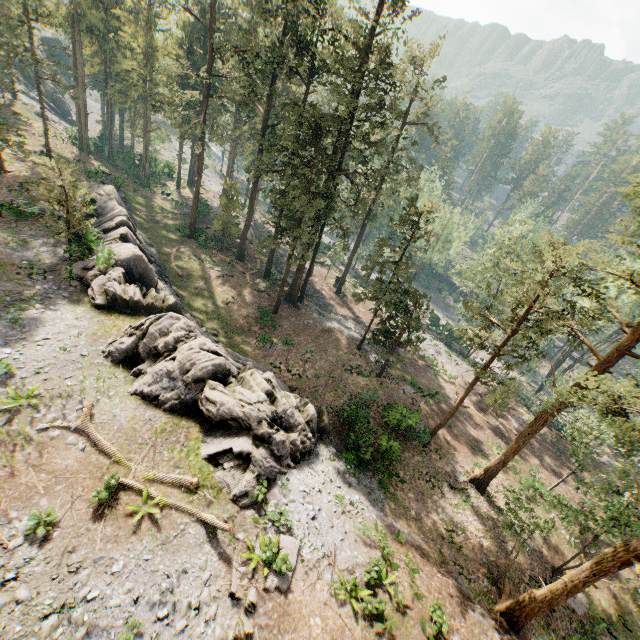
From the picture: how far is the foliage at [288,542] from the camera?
12.3 meters

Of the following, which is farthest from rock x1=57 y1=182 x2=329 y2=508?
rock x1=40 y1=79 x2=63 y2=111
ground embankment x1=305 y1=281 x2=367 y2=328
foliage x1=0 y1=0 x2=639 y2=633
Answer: rock x1=40 y1=79 x2=63 y2=111

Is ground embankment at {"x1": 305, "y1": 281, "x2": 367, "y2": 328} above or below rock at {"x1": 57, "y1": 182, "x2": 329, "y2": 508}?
below

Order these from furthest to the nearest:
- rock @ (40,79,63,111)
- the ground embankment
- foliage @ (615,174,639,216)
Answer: rock @ (40,79,63,111) < the ground embankment < foliage @ (615,174,639,216)

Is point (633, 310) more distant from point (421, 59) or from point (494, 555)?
point (494, 555)

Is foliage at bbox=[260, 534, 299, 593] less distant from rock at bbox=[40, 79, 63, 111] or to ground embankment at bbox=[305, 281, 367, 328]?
ground embankment at bbox=[305, 281, 367, 328]

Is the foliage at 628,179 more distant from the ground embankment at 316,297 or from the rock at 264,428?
the rock at 264,428
